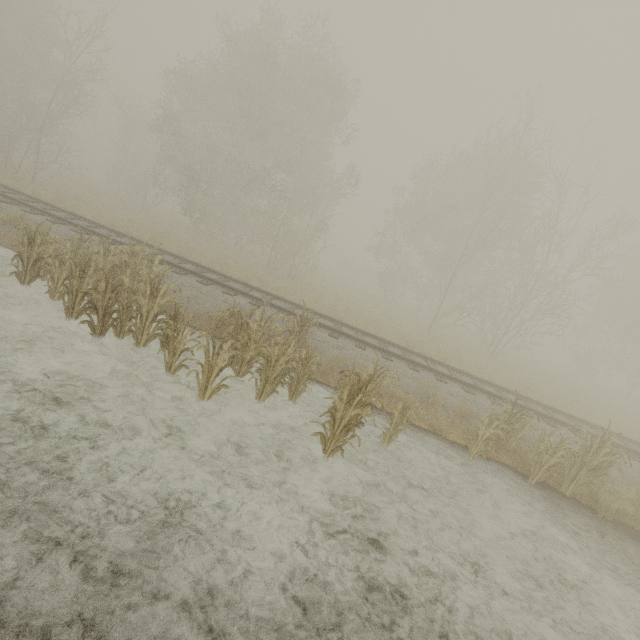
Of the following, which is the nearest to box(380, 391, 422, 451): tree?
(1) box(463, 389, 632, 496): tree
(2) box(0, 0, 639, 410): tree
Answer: (1) box(463, 389, 632, 496): tree

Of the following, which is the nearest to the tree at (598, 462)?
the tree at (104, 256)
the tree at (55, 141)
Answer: the tree at (104, 256)

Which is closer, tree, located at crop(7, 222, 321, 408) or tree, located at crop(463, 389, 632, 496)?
tree, located at crop(7, 222, 321, 408)

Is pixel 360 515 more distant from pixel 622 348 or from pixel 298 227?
pixel 622 348

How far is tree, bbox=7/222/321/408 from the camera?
6.47m

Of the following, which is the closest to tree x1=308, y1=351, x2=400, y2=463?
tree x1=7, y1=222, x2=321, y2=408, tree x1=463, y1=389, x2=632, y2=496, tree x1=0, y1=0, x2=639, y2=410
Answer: tree x1=7, y1=222, x2=321, y2=408

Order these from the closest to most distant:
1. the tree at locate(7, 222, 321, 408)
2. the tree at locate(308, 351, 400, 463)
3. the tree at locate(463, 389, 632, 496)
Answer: the tree at locate(308, 351, 400, 463) < the tree at locate(7, 222, 321, 408) < the tree at locate(463, 389, 632, 496)
